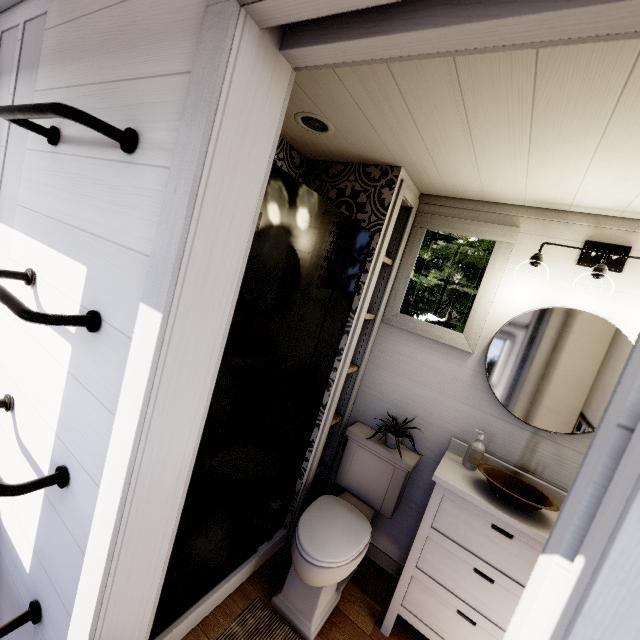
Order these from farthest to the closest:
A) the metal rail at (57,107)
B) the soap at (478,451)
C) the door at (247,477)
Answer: the soap at (478,451), the door at (247,477), the metal rail at (57,107)

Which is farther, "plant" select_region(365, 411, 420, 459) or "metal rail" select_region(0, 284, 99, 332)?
"plant" select_region(365, 411, 420, 459)

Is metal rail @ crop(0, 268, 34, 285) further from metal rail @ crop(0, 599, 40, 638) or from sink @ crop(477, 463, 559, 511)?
sink @ crop(477, 463, 559, 511)

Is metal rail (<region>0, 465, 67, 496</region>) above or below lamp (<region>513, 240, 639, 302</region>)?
below

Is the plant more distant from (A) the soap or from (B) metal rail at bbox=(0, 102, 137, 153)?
(B) metal rail at bbox=(0, 102, 137, 153)

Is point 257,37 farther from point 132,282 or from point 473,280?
point 473,280

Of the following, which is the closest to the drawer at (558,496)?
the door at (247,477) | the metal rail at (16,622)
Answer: the door at (247,477)

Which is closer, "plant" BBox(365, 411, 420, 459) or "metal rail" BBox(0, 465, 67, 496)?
"metal rail" BBox(0, 465, 67, 496)
